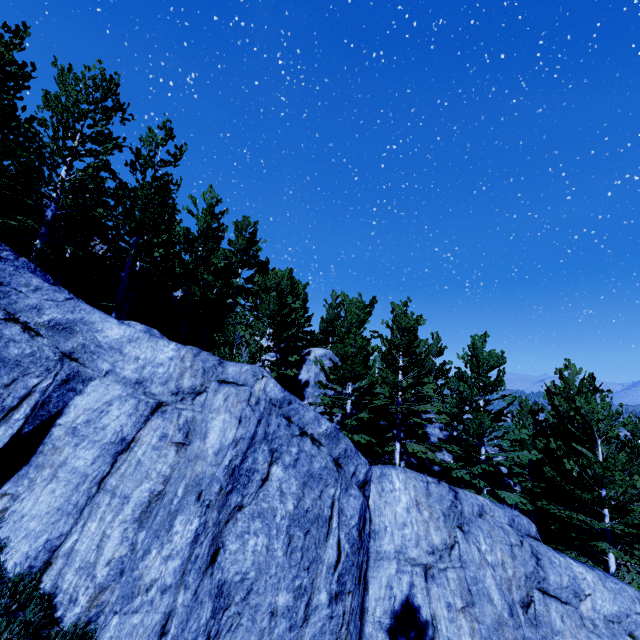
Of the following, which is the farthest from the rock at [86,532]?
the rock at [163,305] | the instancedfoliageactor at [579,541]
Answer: the rock at [163,305]

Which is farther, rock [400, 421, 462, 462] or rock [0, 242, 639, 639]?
rock [400, 421, 462, 462]

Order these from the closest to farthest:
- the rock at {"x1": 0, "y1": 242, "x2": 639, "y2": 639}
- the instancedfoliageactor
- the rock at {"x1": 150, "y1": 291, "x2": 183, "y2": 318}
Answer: the rock at {"x1": 0, "y1": 242, "x2": 639, "y2": 639} < the instancedfoliageactor < the rock at {"x1": 150, "y1": 291, "x2": 183, "y2": 318}

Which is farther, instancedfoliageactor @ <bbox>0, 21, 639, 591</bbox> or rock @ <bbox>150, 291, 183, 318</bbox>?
rock @ <bbox>150, 291, 183, 318</bbox>

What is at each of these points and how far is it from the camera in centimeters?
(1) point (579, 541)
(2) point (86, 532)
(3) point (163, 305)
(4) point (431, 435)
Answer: (1) instancedfoliageactor, 1407cm
(2) rock, 495cm
(3) rock, 1978cm
(4) rock, 2084cm

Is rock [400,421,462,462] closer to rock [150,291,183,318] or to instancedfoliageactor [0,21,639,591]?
instancedfoliageactor [0,21,639,591]
